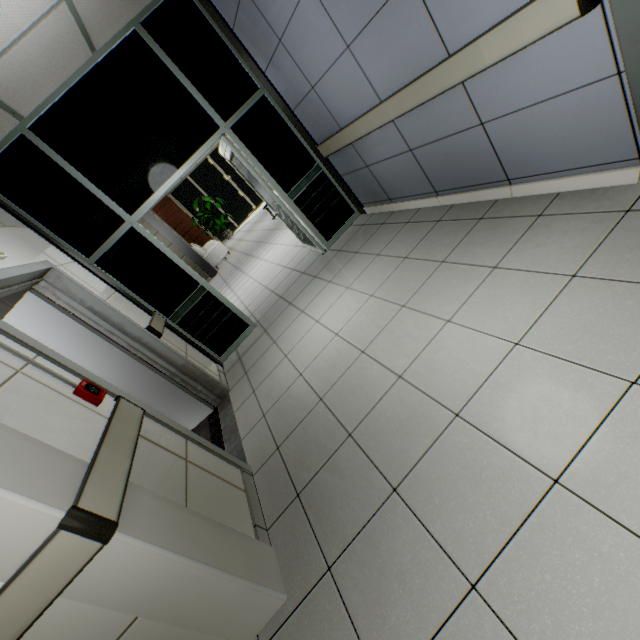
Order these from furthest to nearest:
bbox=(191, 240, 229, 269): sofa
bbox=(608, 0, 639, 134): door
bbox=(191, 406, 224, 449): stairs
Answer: bbox=(191, 240, 229, 269): sofa < bbox=(191, 406, 224, 449): stairs < bbox=(608, 0, 639, 134): door

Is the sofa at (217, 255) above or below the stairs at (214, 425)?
above

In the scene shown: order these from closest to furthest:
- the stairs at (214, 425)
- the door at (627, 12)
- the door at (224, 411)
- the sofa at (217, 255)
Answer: the door at (627, 12) < the door at (224, 411) < the stairs at (214, 425) < the sofa at (217, 255)

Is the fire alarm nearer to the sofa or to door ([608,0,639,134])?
door ([608,0,639,134])

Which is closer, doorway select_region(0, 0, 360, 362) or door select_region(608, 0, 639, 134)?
door select_region(608, 0, 639, 134)

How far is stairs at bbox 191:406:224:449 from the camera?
3.20m

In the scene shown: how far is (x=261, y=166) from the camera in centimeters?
416cm

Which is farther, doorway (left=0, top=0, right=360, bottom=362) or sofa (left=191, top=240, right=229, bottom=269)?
sofa (left=191, top=240, right=229, bottom=269)
